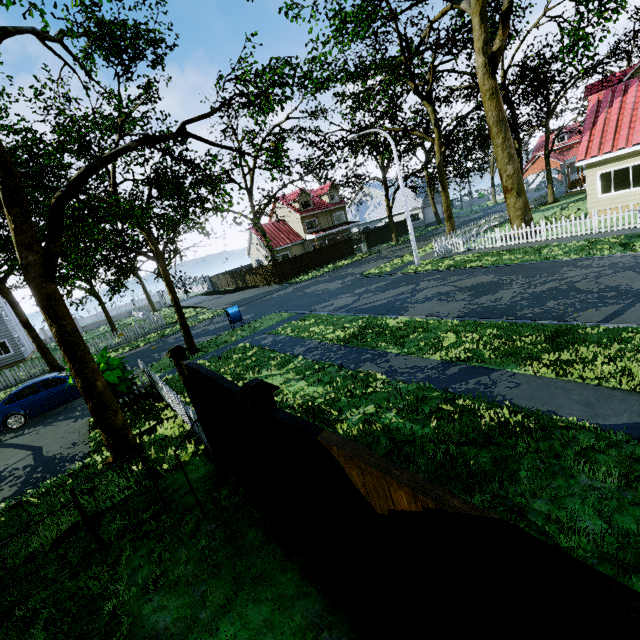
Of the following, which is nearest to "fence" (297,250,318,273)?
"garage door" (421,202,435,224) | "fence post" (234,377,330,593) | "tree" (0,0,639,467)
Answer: "fence post" (234,377,330,593)

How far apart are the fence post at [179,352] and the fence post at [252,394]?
2.7 meters

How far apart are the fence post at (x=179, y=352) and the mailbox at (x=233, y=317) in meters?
12.5 m

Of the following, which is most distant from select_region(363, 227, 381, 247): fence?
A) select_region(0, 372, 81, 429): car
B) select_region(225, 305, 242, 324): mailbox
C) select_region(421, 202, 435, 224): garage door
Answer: select_region(225, 305, 242, 324): mailbox

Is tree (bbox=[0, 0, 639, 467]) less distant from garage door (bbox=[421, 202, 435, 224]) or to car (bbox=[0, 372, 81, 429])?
garage door (bbox=[421, 202, 435, 224])

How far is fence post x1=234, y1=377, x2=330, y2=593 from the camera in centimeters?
284cm

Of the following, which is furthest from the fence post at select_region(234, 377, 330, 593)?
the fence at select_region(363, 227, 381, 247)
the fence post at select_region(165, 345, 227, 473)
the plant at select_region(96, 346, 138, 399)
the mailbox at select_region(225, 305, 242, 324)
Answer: the mailbox at select_region(225, 305, 242, 324)

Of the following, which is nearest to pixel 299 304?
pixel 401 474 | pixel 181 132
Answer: pixel 181 132
